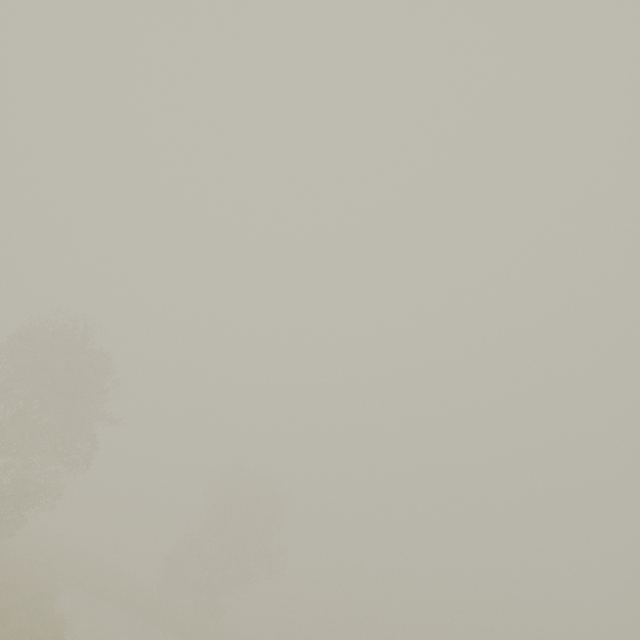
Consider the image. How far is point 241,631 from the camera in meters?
49.8 m
